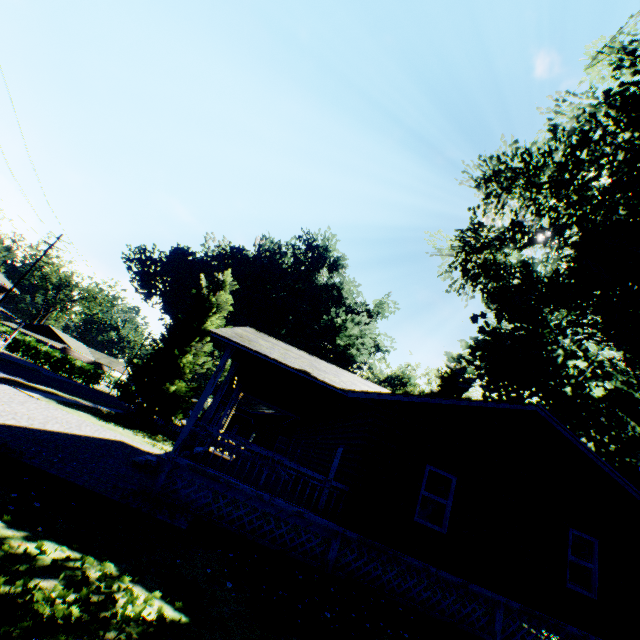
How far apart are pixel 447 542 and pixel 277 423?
22.7 meters

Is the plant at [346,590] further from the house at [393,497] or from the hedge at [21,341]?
the hedge at [21,341]

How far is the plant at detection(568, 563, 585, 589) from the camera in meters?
25.9 m

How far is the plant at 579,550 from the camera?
27.28m

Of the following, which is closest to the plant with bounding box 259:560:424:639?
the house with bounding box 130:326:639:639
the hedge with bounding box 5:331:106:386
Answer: the house with bounding box 130:326:639:639

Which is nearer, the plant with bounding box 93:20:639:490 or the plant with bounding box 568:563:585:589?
the plant with bounding box 93:20:639:490

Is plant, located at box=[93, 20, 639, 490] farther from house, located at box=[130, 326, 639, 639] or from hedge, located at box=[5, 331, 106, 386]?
hedge, located at box=[5, 331, 106, 386]
